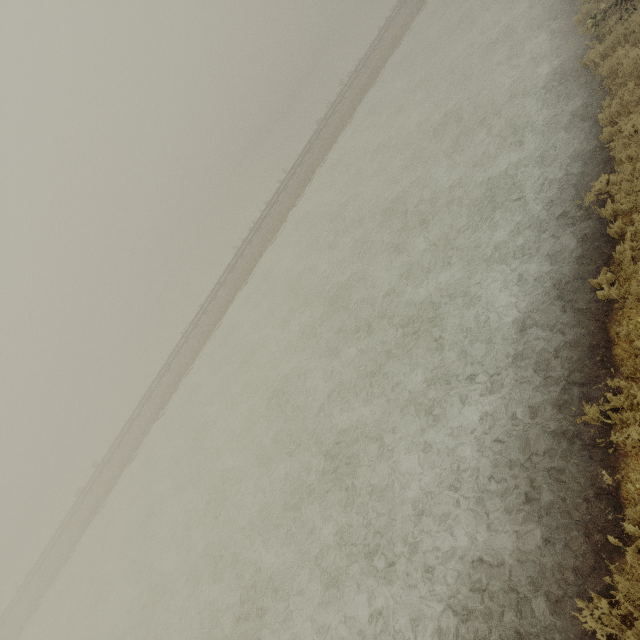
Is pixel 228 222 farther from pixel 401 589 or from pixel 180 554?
pixel 401 589
